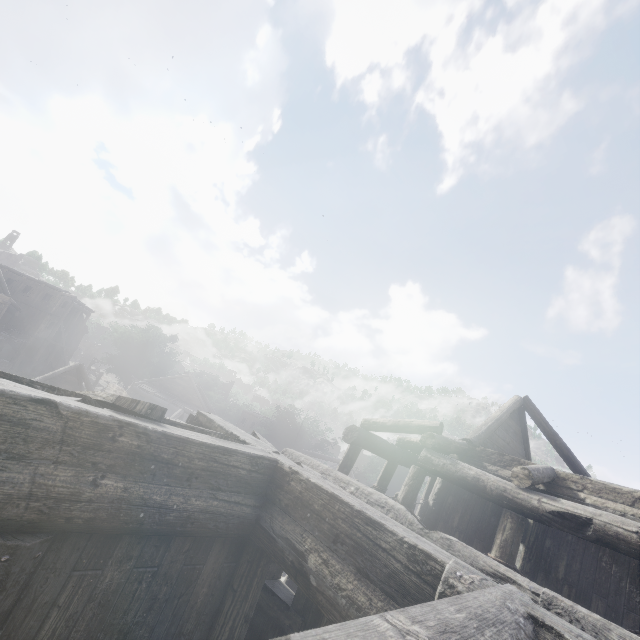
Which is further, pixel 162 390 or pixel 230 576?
pixel 162 390
